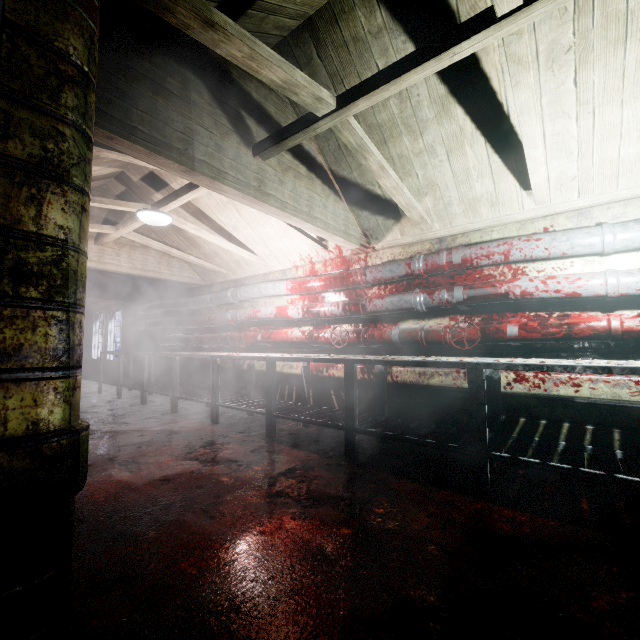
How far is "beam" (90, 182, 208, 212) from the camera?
2.8 meters

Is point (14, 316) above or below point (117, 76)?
below

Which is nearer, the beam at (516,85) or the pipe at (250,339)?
the beam at (516,85)

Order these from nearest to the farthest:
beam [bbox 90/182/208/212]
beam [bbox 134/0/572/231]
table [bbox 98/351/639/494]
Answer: beam [bbox 134/0/572/231] < table [bbox 98/351/639/494] < beam [bbox 90/182/208/212]

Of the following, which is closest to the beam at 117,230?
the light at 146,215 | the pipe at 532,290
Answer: the light at 146,215

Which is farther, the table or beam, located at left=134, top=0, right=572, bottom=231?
the table

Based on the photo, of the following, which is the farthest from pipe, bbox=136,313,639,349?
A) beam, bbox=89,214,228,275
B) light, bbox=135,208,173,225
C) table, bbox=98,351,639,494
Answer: light, bbox=135,208,173,225

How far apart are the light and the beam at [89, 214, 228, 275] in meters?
0.0
